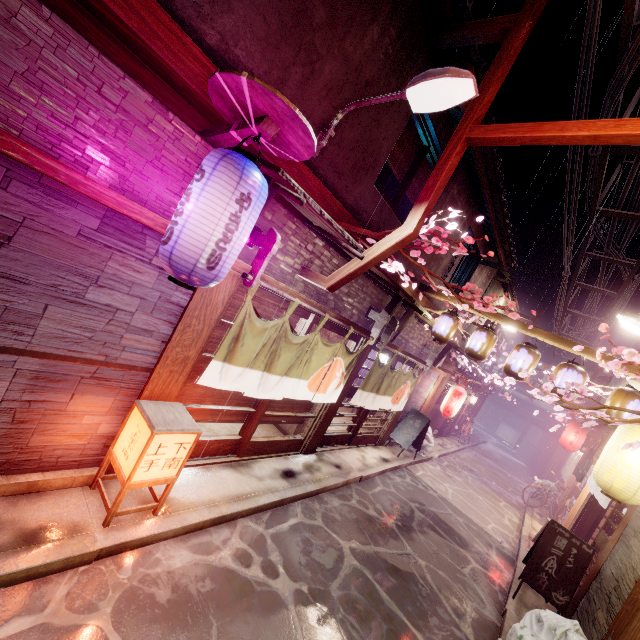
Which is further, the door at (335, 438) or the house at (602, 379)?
the house at (602, 379)

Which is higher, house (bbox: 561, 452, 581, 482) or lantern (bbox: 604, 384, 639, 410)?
lantern (bbox: 604, 384, 639, 410)

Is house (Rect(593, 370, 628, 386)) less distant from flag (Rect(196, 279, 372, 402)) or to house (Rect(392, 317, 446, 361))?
house (Rect(392, 317, 446, 361))

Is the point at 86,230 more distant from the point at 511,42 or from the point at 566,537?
the point at 566,537

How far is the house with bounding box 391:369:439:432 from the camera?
18.84m

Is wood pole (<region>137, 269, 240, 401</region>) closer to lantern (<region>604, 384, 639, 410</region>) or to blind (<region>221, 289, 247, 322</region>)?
blind (<region>221, 289, 247, 322</region>)

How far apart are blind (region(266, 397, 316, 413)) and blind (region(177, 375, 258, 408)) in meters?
0.1 m

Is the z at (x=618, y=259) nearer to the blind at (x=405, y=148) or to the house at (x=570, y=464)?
the blind at (x=405, y=148)
